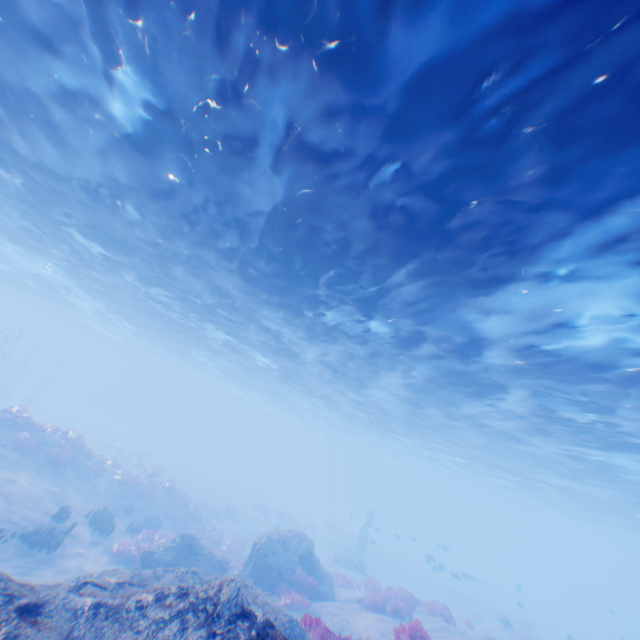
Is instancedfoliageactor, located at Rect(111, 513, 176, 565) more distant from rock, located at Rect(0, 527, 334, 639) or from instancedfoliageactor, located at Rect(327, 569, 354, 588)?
rock, located at Rect(0, 527, 334, 639)

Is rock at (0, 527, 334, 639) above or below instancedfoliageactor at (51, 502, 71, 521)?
above

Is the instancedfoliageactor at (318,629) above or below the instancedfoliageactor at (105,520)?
above

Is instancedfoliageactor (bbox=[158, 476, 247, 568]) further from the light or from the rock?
the light

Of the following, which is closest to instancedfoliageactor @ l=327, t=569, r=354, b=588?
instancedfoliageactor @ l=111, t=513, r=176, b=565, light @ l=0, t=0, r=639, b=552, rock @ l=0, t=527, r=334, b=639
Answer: rock @ l=0, t=527, r=334, b=639

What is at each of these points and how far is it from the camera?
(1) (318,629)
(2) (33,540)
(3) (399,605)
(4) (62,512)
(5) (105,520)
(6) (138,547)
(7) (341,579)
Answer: (1) instancedfoliageactor, 7.96m
(2) instancedfoliageactor, 12.34m
(3) instancedfoliageactor, 15.40m
(4) instancedfoliageactor, 14.52m
(5) instancedfoliageactor, 16.36m
(6) instancedfoliageactor, 15.47m
(7) instancedfoliageactor, 19.77m

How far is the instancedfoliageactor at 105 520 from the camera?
15.8m

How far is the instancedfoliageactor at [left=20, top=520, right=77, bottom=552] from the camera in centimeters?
1241cm
